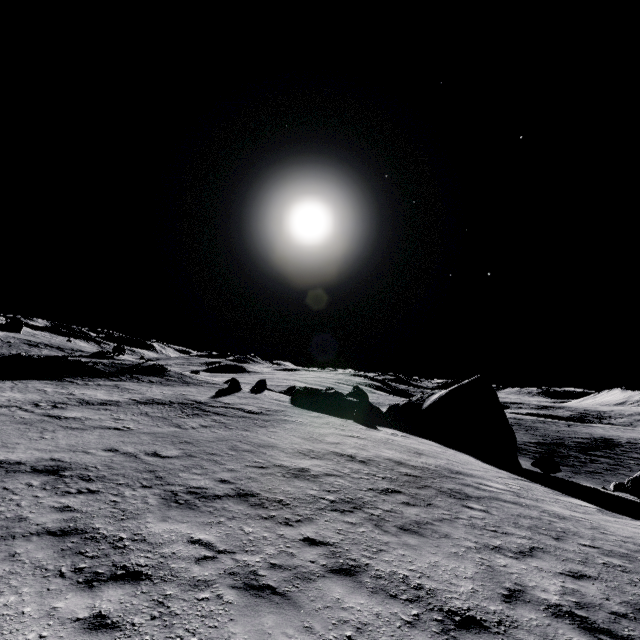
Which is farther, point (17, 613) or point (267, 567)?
point (267, 567)

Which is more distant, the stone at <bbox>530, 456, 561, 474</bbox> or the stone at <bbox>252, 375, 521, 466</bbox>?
the stone at <bbox>252, 375, 521, 466</bbox>

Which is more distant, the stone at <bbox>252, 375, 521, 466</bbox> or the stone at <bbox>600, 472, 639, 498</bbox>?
the stone at <bbox>252, 375, 521, 466</bbox>

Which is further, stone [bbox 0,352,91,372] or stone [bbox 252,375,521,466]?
stone [bbox 0,352,91,372]

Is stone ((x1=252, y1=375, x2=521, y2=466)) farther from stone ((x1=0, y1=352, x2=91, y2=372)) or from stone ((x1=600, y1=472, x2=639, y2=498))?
stone ((x1=0, y1=352, x2=91, y2=372))

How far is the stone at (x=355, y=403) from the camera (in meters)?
24.03

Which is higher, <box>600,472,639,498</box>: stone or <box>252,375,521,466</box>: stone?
<box>252,375,521,466</box>: stone
